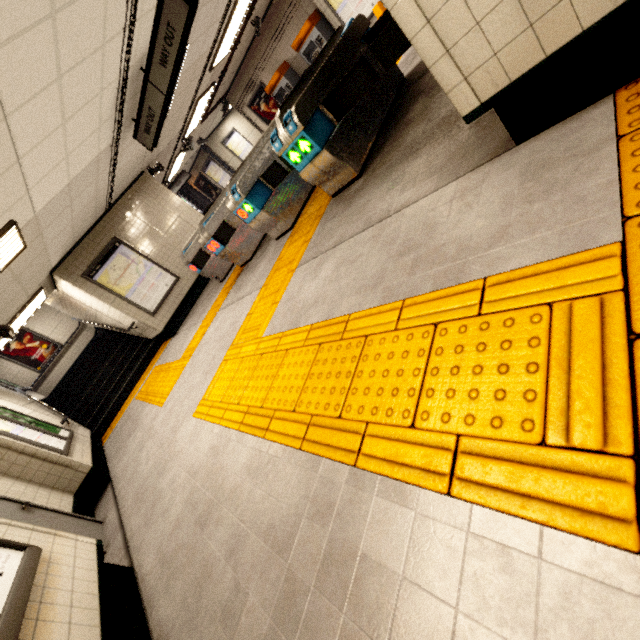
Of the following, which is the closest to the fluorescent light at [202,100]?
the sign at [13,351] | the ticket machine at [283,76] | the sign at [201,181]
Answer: the ticket machine at [283,76]

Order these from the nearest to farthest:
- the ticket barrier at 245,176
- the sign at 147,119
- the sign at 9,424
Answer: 1. the ticket barrier at 245,176
2. the sign at 147,119
3. the sign at 9,424

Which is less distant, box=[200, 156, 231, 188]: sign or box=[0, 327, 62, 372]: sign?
box=[0, 327, 62, 372]: sign

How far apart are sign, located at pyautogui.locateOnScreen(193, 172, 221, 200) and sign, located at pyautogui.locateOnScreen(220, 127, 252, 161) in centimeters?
205cm

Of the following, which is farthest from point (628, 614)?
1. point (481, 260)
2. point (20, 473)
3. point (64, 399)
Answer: point (64, 399)

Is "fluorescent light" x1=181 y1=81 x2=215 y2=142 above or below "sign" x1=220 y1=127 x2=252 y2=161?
above

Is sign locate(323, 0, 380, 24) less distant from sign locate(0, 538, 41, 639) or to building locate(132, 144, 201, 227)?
building locate(132, 144, 201, 227)

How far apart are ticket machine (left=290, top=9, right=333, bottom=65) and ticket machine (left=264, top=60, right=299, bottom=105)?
0.9m
